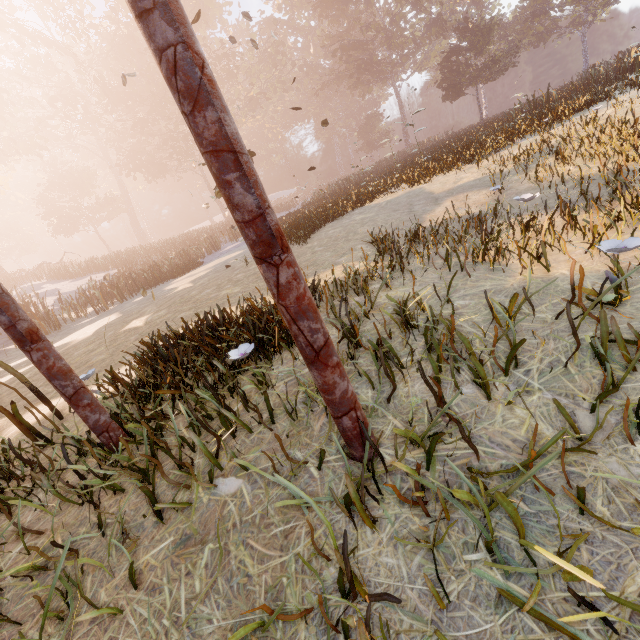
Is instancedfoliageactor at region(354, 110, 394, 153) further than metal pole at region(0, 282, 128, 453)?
Yes

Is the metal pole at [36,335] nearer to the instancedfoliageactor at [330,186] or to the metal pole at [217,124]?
the metal pole at [217,124]

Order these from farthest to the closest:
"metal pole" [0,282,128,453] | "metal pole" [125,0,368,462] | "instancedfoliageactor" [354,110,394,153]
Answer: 1. "instancedfoliageactor" [354,110,394,153]
2. "metal pole" [0,282,128,453]
3. "metal pole" [125,0,368,462]

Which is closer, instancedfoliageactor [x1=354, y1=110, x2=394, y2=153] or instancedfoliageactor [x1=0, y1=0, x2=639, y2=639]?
instancedfoliageactor [x1=0, y1=0, x2=639, y2=639]

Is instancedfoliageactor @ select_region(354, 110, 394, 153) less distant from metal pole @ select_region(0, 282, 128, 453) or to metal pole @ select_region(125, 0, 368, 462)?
metal pole @ select_region(125, 0, 368, 462)

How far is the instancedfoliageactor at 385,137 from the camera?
50.44m

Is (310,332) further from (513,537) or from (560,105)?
(560,105)

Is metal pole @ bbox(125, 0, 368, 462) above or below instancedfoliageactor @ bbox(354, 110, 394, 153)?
below
